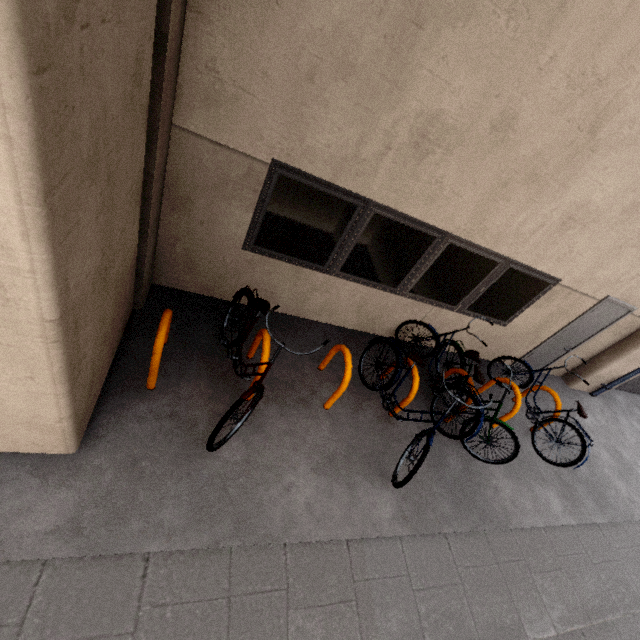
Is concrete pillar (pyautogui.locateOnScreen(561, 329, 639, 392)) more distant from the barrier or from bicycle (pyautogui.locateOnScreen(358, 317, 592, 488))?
the barrier

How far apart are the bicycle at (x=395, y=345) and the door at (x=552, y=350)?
2.4 meters

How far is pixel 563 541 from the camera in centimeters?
424cm

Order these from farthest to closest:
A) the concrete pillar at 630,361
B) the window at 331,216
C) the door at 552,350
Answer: the concrete pillar at 630,361
the door at 552,350
the window at 331,216

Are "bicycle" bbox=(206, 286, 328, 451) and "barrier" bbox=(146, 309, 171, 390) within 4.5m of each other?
yes

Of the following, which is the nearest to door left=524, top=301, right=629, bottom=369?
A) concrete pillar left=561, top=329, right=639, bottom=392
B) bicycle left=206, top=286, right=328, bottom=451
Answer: concrete pillar left=561, top=329, right=639, bottom=392

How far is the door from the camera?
5.8 meters

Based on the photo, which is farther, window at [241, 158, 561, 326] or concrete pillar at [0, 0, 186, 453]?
window at [241, 158, 561, 326]
